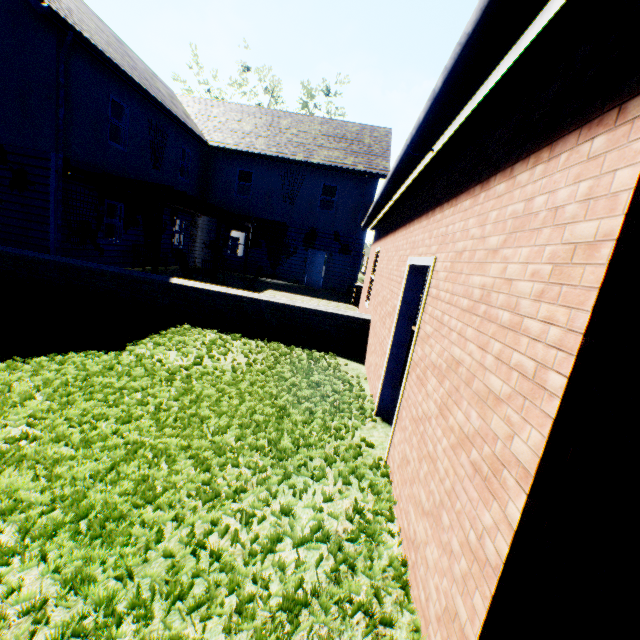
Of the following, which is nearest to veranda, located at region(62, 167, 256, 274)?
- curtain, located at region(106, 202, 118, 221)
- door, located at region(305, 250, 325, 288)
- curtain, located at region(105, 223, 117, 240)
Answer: curtain, located at region(106, 202, 118, 221)

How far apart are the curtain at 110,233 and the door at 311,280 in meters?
10.1 m

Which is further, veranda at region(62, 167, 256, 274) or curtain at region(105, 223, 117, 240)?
curtain at region(105, 223, 117, 240)

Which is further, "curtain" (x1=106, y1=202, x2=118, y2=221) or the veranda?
"curtain" (x1=106, y1=202, x2=118, y2=221)

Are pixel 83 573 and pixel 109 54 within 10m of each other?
no

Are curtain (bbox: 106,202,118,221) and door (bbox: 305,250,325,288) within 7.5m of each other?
no

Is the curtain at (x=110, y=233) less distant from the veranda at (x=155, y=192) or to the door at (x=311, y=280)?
the veranda at (x=155, y=192)

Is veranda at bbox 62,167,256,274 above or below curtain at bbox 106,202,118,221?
above
